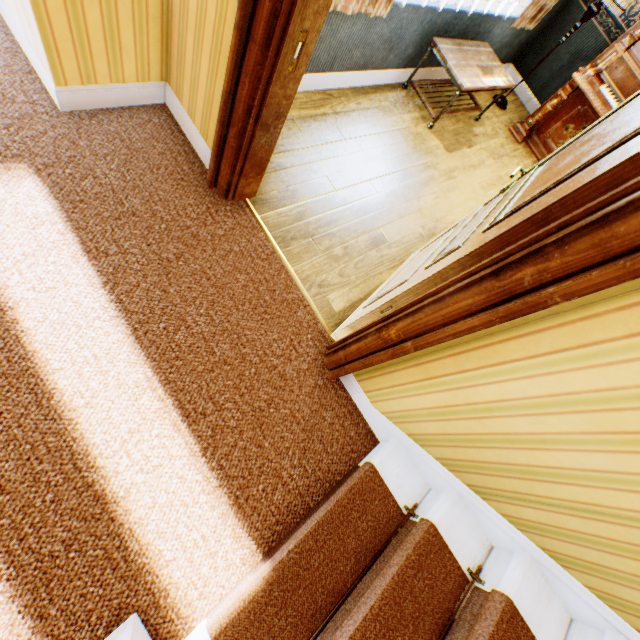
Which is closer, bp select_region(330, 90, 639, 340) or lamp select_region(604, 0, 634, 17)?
bp select_region(330, 90, 639, 340)

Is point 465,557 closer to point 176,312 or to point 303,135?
point 176,312

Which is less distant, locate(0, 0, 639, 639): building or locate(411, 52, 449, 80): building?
locate(0, 0, 639, 639): building

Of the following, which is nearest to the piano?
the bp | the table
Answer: the table

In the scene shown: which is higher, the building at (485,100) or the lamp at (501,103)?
the lamp at (501,103)

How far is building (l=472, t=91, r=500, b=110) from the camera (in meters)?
4.63

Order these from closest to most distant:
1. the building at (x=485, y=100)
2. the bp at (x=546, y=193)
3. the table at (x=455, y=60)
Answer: the bp at (x=546, y=193), the table at (x=455, y=60), the building at (x=485, y=100)

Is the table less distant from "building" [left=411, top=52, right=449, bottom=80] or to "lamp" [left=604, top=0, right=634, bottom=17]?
"building" [left=411, top=52, right=449, bottom=80]
